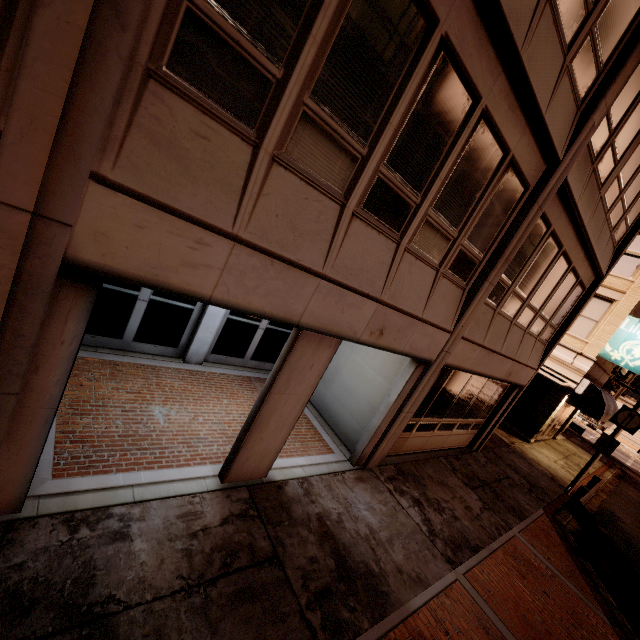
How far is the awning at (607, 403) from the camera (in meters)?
15.52

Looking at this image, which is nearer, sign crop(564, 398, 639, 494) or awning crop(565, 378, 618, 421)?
sign crop(564, 398, 639, 494)

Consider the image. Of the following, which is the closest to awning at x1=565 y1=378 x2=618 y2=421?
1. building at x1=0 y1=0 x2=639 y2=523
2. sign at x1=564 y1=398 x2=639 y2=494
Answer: building at x1=0 y1=0 x2=639 y2=523

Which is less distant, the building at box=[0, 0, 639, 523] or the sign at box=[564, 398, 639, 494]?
the building at box=[0, 0, 639, 523]

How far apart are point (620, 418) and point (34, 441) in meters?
17.2 m

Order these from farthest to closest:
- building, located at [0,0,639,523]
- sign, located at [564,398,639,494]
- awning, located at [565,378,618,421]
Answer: awning, located at [565,378,618,421]
sign, located at [564,398,639,494]
building, located at [0,0,639,523]

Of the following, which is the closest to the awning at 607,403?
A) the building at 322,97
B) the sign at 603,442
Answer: the building at 322,97
